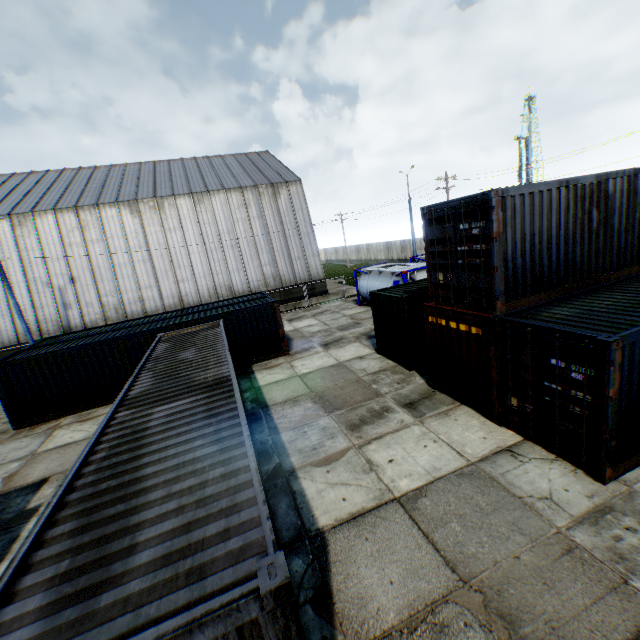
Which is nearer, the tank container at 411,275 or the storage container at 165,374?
the storage container at 165,374

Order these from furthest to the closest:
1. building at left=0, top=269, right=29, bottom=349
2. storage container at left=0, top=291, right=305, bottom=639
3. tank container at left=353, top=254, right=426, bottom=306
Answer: building at left=0, top=269, right=29, bottom=349 → tank container at left=353, top=254, right=426, bottom=306 → storage container at left=0, top=291, right=305, bottom=639

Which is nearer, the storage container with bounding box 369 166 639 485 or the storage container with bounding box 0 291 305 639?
the storage container with bounding box 0 291 305 639

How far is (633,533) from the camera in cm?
532

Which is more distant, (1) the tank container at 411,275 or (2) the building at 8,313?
(2) the building at 8,313

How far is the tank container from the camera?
18.98m

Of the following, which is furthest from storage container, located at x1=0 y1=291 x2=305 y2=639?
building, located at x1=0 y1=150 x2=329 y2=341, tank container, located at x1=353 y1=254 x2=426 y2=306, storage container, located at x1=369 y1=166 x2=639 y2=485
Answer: building, located at x1=0 y1=150 x2=329 y2=341

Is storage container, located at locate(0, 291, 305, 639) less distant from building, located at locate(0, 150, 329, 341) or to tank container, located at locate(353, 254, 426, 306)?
tank container, located at locate(353, 254, 426, 306)
